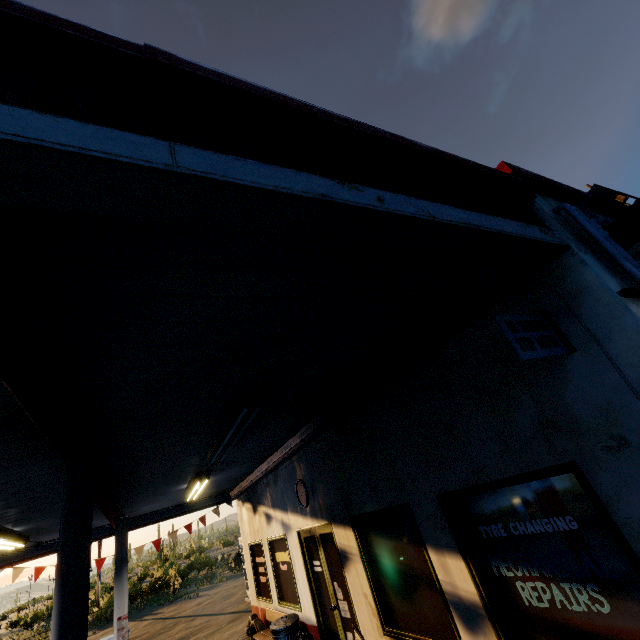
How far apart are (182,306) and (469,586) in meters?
4.2 m

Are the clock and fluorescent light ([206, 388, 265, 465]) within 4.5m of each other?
yes

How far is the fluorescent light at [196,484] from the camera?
7.3 meters

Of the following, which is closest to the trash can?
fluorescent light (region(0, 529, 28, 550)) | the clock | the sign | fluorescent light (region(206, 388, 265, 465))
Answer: the clock

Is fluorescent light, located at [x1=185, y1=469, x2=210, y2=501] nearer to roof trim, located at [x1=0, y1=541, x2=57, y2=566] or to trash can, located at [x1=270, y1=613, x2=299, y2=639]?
Answer: roof trim, located at [x1=0, y1=541, x2=57, y2=566]

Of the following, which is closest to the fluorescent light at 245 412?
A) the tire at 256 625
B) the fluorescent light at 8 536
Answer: the fluorescent light at 8 536

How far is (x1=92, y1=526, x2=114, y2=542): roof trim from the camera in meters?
10.1

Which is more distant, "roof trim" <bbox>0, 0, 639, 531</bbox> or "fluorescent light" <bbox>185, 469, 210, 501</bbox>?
"fluorescent light" <bbox>185, 469, 210, 501</bbox>
